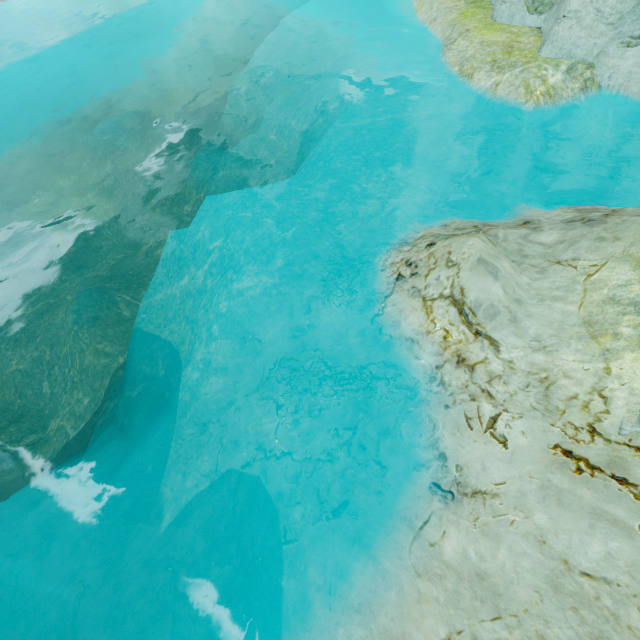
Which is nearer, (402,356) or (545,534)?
(545,534)
